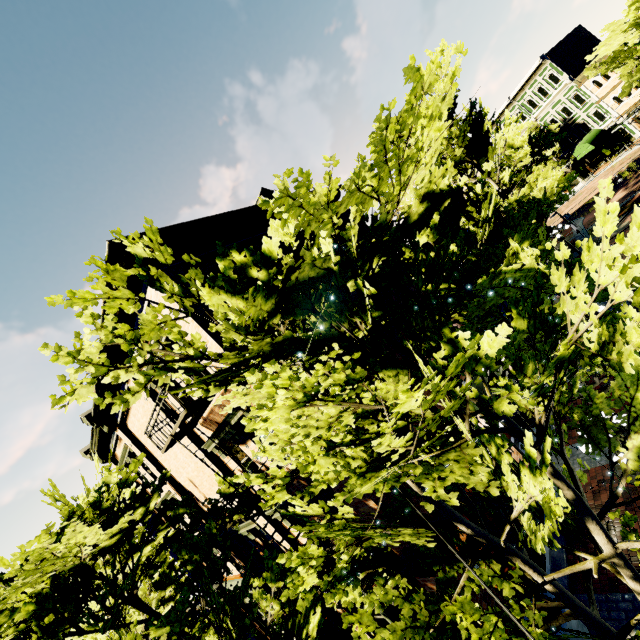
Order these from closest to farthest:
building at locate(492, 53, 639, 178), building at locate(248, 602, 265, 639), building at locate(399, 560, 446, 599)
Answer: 1. building at locate(399, 560, 446, 599)
2. building at locate(248, 602, 265, 639)
3. building at locate(492, 53, 639, 178)

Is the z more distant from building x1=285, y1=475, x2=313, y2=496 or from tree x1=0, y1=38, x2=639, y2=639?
building x1=285, y1=475, x2=313, y2=496

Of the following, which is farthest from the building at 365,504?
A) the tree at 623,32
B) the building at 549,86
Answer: the building at 549,86

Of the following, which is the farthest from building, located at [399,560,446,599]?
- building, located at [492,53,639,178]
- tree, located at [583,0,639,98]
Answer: building, located at [492,53,639,178]

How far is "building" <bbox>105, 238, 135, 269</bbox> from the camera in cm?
739

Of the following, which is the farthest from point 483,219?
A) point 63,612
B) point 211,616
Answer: point 63,612

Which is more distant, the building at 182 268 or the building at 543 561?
the building at 543 561
